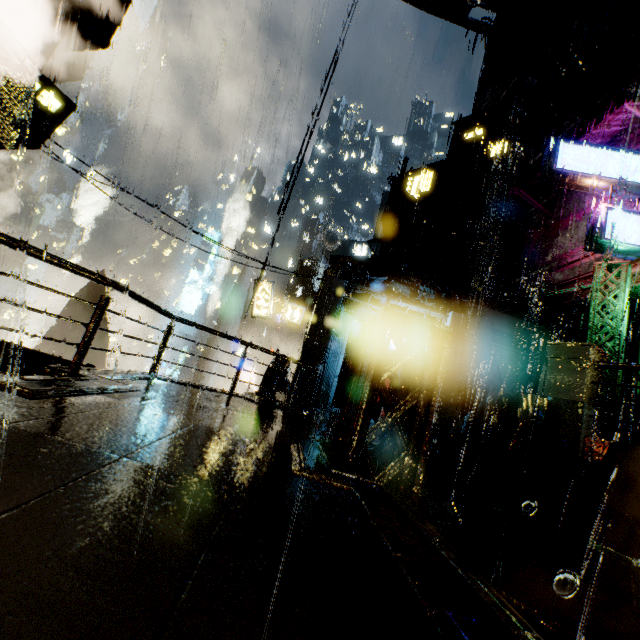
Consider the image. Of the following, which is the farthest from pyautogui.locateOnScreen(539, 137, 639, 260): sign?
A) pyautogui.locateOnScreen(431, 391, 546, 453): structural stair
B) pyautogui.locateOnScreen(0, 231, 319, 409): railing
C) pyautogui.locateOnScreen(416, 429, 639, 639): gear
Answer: pyautogui.locateOnScreen(416, 429, 639, 639): gear

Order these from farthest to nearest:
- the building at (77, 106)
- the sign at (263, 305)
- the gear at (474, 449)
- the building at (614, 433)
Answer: the sign at (263, 305)
the building at (614, 433)
the building at (77, 106)
the gear at (474, 449)

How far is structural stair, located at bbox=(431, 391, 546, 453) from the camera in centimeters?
550cm

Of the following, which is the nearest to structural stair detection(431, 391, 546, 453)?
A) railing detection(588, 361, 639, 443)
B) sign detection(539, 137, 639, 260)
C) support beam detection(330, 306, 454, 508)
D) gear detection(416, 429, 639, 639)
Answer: railing detection(588, 361, 639, 443)

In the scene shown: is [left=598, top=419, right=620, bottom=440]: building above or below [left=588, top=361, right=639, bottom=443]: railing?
above

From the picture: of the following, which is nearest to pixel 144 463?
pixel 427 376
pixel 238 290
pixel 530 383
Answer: pixel 427 376

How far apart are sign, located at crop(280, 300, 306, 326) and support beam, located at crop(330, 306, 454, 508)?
14.28m

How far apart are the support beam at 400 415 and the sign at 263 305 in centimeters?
1428cm
